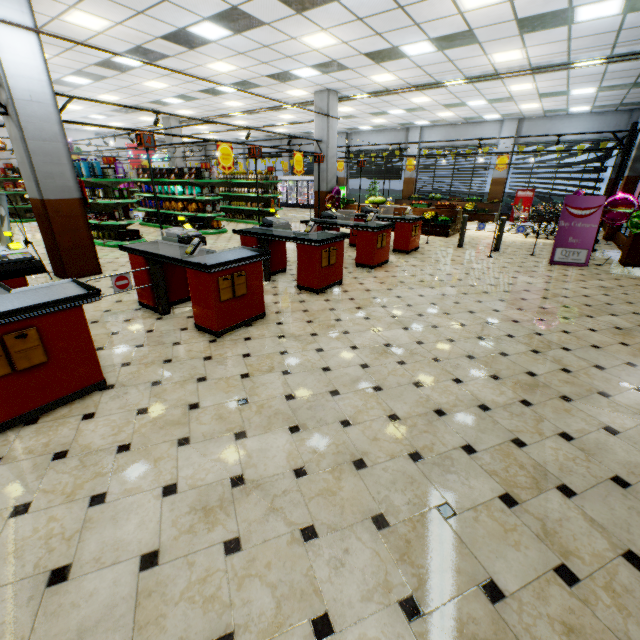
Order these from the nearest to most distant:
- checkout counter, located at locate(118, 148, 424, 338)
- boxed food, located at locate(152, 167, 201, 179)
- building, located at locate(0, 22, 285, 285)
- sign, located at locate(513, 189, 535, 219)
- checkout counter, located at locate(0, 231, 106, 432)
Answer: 1. checkout counter, located at locate(0, 231, 106, 432)
2. checkout counter, located at locate(118, 148, 424, 338)
3. building, located at locate(0, 22, 285, 285)
4. boxed food, located at locate(152, 167, 201, 179)
5. sign, located at locate(513, 189, 535, 219)

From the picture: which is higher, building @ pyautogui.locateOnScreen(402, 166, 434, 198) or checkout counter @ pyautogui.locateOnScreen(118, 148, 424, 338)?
building @ pyautogui.locateOnScreen(402, 166, 434, 198)

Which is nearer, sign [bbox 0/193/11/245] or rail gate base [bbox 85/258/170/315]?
rail gate base [bbox 85/258/170/315]

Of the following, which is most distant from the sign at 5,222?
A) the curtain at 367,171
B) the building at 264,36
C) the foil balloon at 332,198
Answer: the curtain at 367,171

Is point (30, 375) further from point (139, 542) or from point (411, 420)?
point (411, 420)

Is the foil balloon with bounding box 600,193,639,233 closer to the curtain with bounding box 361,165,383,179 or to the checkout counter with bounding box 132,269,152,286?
the checkout counter with bounding box 132,269,152,286

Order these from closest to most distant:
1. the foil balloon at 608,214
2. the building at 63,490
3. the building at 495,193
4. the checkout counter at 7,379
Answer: the building at 63,490
the checkout counter at 7,379
the foil balloon at 608,214
the building at 495,193

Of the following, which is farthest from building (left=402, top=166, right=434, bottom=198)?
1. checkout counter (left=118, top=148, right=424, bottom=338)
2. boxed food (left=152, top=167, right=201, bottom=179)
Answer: boxed food (left=152, top=167, right=201, bottom=179)
